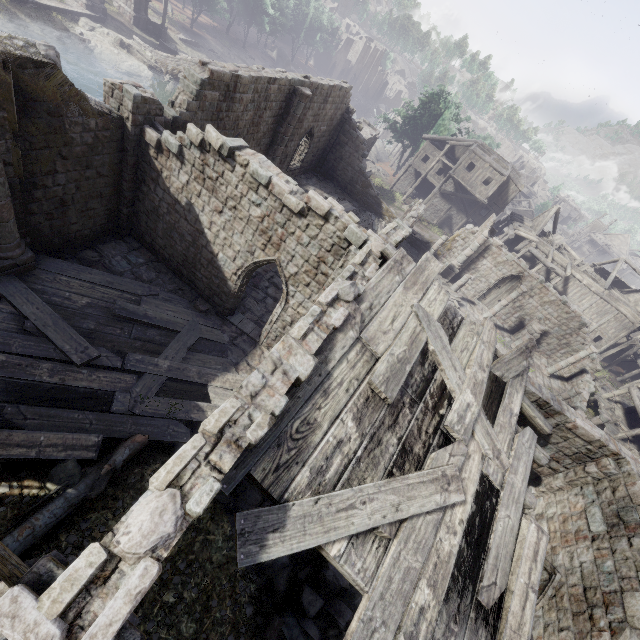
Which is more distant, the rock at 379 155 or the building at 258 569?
the rock at 379 155

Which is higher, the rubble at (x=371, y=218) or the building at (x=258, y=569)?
the rubble at (x=371, y=218)

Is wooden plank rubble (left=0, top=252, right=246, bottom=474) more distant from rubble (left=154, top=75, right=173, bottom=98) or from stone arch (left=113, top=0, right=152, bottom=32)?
rubble (left=154, top=75, right=173, bottom=98)

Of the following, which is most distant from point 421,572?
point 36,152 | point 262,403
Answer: point 36,152

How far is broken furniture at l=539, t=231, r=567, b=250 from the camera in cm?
3586

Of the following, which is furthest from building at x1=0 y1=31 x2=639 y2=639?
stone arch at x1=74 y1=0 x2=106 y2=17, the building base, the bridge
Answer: the building base

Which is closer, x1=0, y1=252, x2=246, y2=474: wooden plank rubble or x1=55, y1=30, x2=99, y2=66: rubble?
x1=0, y1=252, x2=246, y2=474: wooden plank rubble

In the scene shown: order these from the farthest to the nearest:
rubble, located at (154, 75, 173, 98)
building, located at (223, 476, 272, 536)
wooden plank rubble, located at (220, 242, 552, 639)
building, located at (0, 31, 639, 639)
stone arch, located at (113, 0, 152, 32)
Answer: stone arch, located at (113, 0, 152, 32) → rubble, located at (154, 75, 173, 98) → building, located at (223, 476, 272, 536) → wooden plank rubble, located at (220, 242, 552, 639) → building, located at (0, 31, 639, 639)
